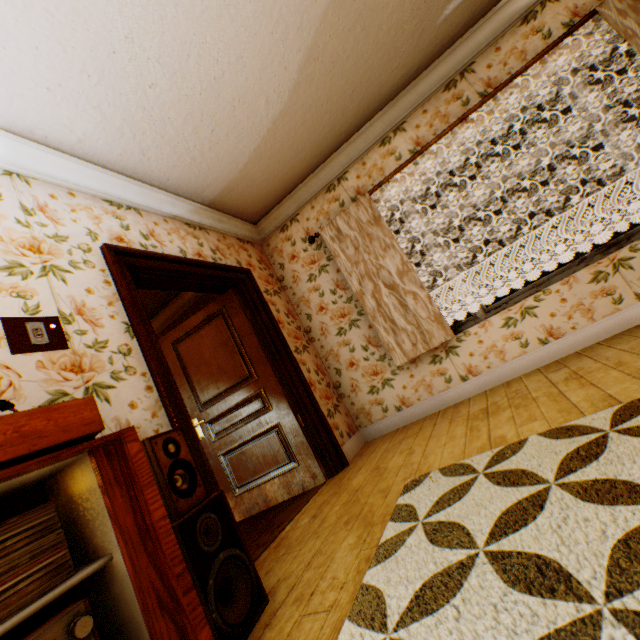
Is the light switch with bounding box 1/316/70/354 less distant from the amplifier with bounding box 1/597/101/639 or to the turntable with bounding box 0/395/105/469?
the turntable with bounding box 0/395/105/469

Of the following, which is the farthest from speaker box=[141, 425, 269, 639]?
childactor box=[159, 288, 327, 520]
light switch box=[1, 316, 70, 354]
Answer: childactor box=[159, 288, 327, 520]

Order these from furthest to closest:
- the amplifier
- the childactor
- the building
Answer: the childactor → the building → the amplifier

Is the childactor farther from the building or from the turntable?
the turntable

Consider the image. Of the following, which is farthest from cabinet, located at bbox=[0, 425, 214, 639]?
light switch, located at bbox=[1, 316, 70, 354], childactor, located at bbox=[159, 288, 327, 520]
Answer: childactor, located at bbox=[159, 288, 327, 520]

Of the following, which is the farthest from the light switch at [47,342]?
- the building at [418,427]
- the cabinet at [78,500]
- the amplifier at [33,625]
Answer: the amplifier at [33,625]

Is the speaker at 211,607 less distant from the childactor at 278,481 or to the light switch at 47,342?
the light switch at 47,342

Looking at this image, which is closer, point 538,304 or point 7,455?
point 7,455
